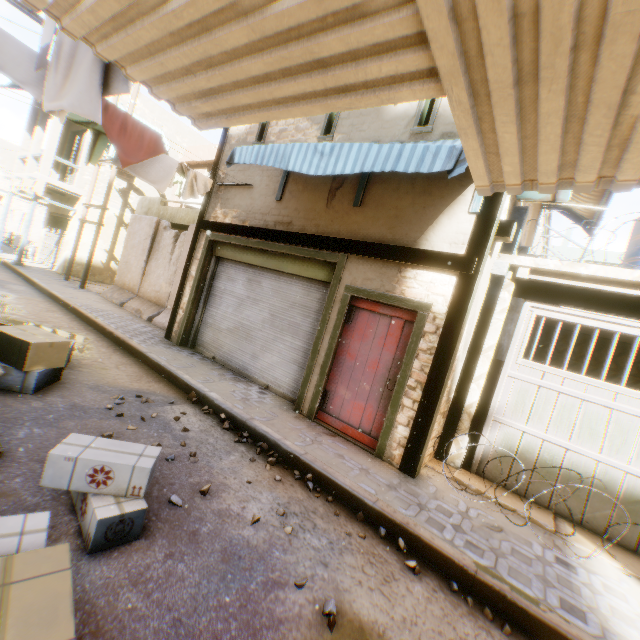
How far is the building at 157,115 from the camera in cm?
1396

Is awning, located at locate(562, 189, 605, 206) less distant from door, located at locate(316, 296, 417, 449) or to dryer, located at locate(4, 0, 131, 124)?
door, located at locate(316, 296, 417, 449)

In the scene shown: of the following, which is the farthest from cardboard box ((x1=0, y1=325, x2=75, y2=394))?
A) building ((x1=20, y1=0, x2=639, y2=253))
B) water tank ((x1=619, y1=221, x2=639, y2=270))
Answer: water tank ((x1=619, y1=221, x2=639, y2=270))

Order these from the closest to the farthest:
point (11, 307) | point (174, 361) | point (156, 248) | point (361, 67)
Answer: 1. point (361, 67)
2. point (174, 361)
3. point (11, 307)
4. point (156, 248)

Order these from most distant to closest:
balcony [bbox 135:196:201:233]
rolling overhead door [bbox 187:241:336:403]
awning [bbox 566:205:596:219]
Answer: balcony [bbox 135:196:201:233]
awning [bbox 566:205:596:219]
rolling overhead door [bbox 187:241:336:403]

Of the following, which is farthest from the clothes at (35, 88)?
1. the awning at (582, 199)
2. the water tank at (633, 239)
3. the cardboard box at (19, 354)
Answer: the water tank at (633, 239)

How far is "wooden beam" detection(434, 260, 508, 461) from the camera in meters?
5.4
